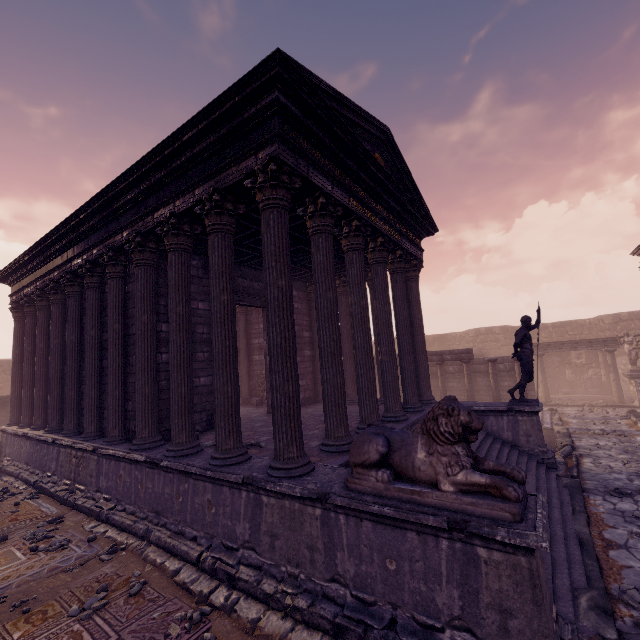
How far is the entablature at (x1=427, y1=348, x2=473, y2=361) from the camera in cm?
1507

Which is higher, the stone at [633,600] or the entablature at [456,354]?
the entablature at [456,354]

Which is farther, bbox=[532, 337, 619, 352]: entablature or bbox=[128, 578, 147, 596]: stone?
bbox=[532, 337, 619, 352]: entablature

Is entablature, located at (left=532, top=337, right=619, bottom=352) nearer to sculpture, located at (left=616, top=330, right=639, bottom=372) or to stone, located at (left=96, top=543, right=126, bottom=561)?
sculpture, located at (left=616, top=330, right=639, bottom=372)

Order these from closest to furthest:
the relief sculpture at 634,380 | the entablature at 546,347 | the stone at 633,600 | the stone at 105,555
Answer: the stone at 633,600 < the stone at 105,555 < the relief sculpture at 634,380 < the entablature at 546,347

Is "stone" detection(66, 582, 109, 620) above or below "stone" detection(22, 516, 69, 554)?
below

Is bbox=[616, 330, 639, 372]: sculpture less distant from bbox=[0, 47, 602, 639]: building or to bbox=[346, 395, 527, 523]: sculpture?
bbox=[0, 47, 602, 639]: building

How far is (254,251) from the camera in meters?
9.4 m
